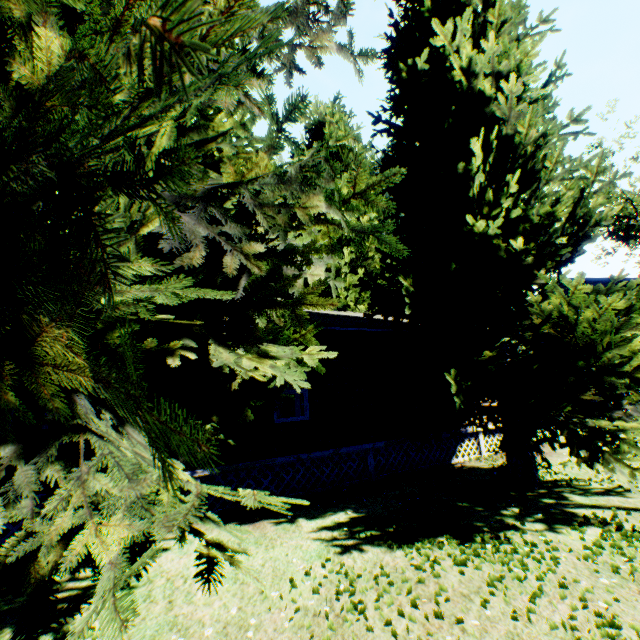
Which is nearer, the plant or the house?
the plant

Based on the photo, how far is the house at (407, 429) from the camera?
8.2 meters

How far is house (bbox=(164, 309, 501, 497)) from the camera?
8.2 meters

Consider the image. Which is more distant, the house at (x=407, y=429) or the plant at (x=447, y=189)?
the house at (x=407, y=429)

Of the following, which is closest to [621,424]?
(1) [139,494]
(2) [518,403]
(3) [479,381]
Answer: (2) [518,403]
